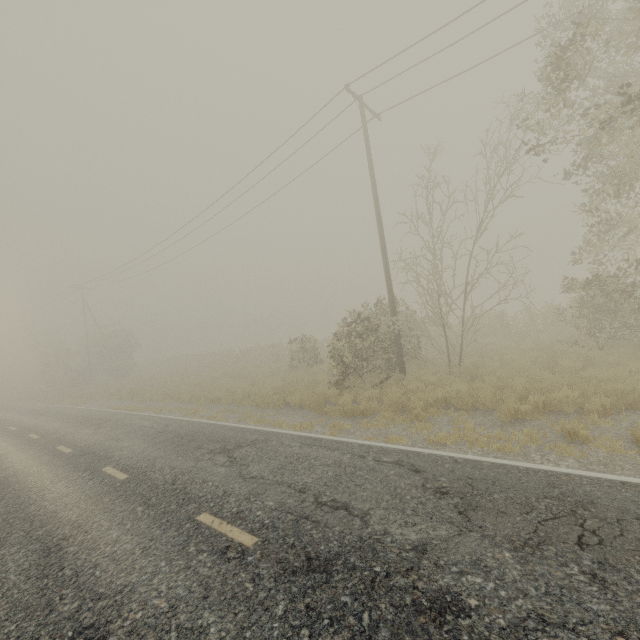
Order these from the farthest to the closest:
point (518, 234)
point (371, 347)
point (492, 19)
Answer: point (371, 347)
point (518, 234)
point (492, 19)
